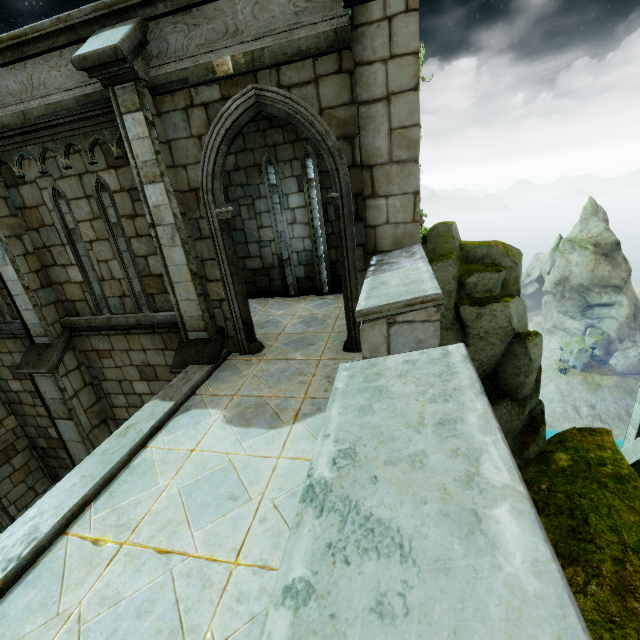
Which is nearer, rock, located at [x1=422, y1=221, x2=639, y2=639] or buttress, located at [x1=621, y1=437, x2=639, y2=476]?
rock, located at [x1=422, y1=221, x2=639, y2=639]

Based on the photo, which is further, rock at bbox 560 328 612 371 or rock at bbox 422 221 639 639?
rock at bbox 560 328 612 371

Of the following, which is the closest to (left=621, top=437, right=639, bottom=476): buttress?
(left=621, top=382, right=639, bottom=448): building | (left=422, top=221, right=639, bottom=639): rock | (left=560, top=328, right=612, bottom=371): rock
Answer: (left=621, top=382, right=639, bottom=448): building

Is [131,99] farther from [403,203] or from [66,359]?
[66,359]

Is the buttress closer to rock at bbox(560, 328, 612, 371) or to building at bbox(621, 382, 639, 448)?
building at bbox(621, 382, 639, 448)

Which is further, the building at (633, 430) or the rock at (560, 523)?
the building at (633, 430)

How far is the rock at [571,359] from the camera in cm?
5659

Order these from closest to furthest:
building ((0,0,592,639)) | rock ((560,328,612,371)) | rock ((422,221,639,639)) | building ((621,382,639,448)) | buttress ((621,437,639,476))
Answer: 1. building ((0,0,592,639))
2. rock ((422,221,639,639))
3. buttress ((621,437,639,476))
4. building ((621,382,639,448))
5. rock ((560,328,612,371))
